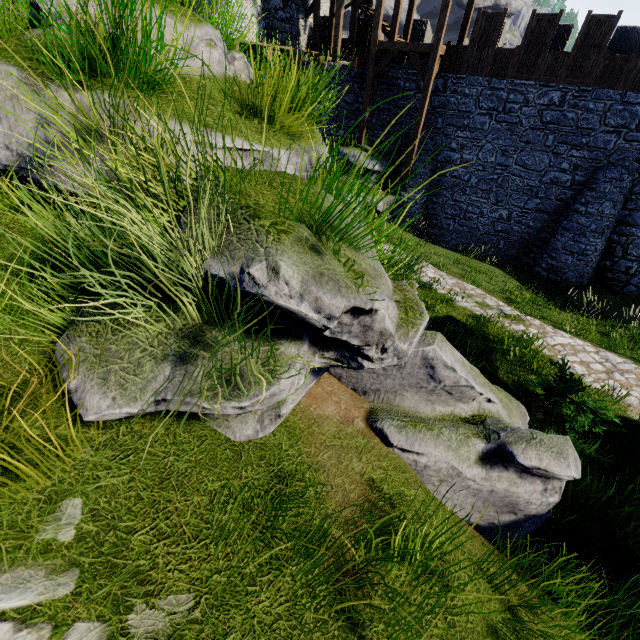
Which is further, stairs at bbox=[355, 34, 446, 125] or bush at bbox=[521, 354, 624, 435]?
stairs at bbox=[355, 34, 446, 125]

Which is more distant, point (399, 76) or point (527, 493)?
point (399, 76)

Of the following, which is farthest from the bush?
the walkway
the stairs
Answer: the walkway

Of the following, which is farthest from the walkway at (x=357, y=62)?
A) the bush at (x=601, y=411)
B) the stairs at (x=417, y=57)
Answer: the bush at (x=601, y=411)

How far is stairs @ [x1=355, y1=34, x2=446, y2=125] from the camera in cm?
1416

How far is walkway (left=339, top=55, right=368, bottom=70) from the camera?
15.59m
